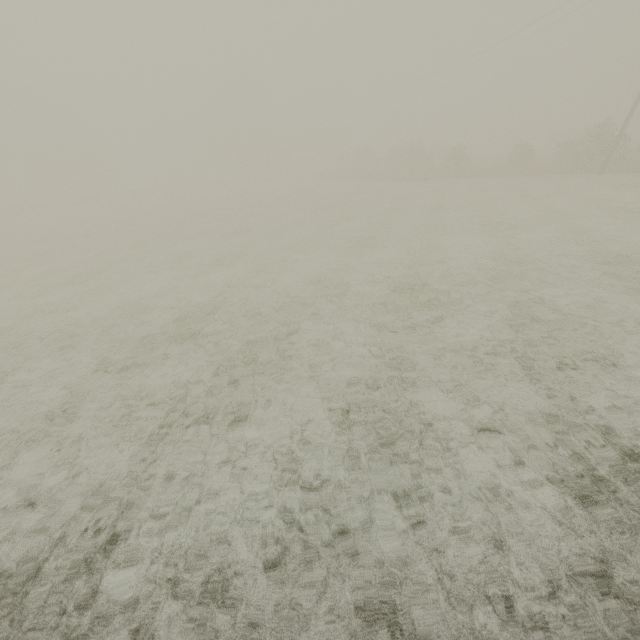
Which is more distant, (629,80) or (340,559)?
(629,80)
